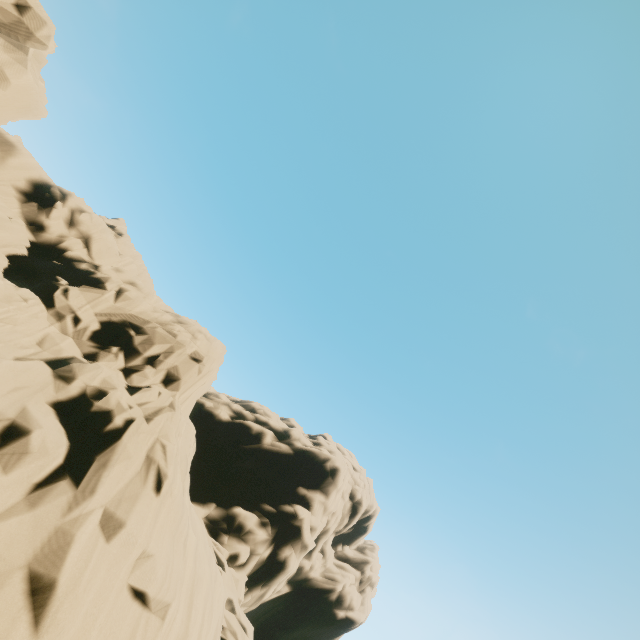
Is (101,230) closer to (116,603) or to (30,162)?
(30,162)

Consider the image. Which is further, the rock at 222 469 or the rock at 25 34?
the rock at 25 34

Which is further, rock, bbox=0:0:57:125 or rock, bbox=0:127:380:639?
rock, bbox=0:0:57:125
